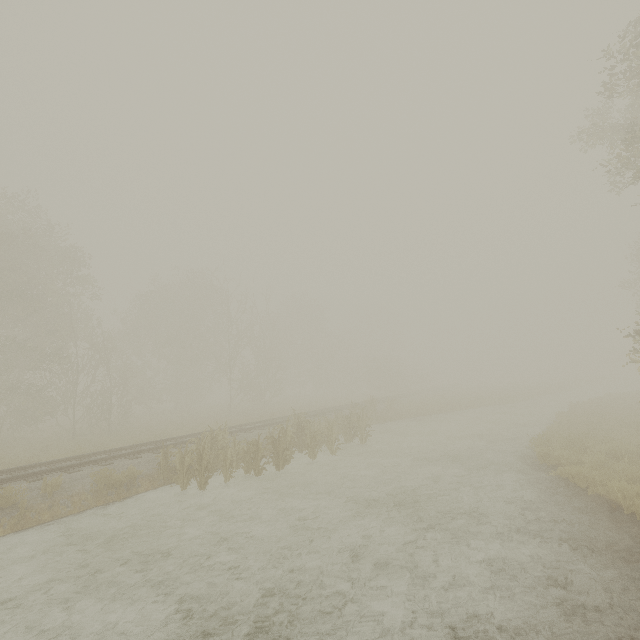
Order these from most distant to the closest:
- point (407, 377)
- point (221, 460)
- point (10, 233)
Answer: point (407, 377), point (10, 233), point (221, 460)

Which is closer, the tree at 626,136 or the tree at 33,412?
the tree at 626,136

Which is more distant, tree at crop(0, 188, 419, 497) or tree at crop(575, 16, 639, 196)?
tree at crop(0, 188, 419, 497)
